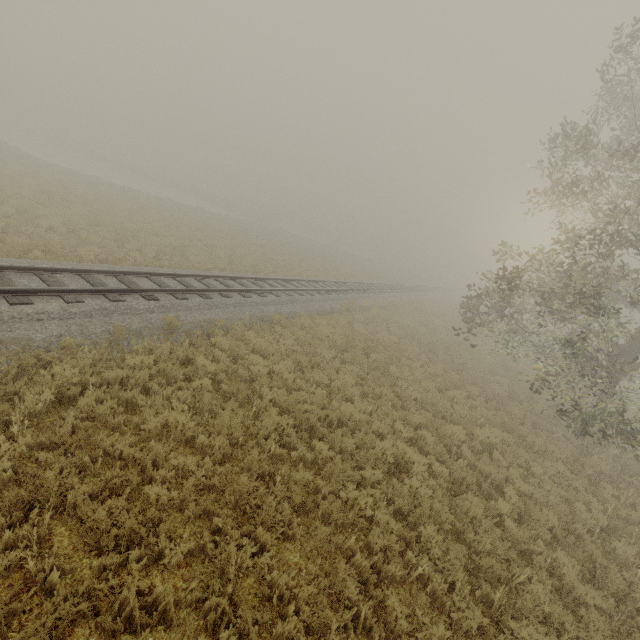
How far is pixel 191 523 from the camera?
5.0m
